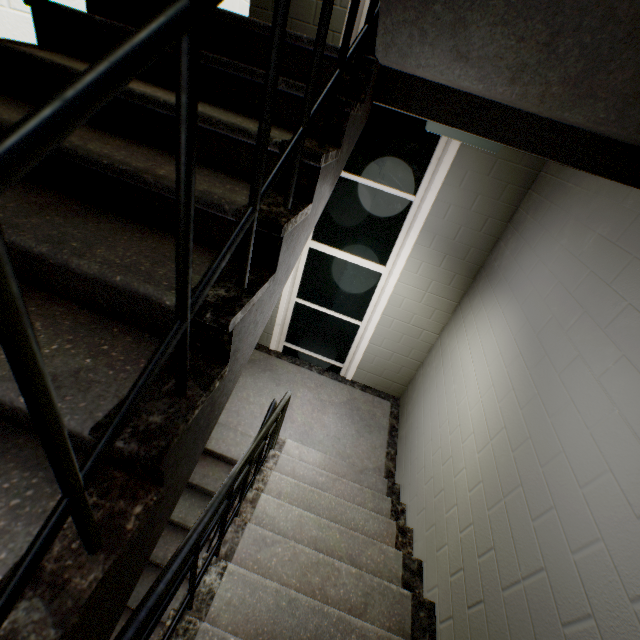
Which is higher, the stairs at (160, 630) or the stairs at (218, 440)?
the stairs at (218, 440)

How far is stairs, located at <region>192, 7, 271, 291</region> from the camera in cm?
104

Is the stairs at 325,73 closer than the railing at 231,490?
No

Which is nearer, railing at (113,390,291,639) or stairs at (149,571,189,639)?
railing at (113,390,291,639)

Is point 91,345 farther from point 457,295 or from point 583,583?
point 457,295

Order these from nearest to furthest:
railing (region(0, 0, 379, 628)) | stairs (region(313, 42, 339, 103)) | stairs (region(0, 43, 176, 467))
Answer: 1. railing (region(0, 0, 379, 628))
2. stairs (region(0, 43, 176, 467))
3. stairs (region(313, 42, 339, 103))
